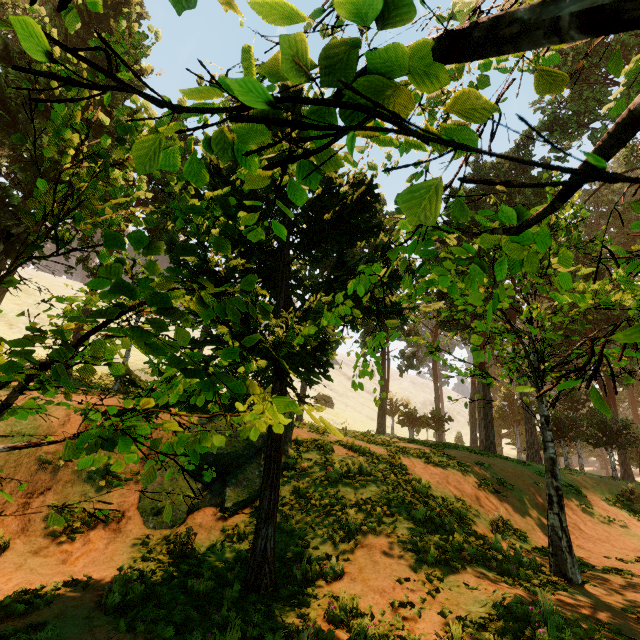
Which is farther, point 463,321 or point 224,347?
point 463,321
